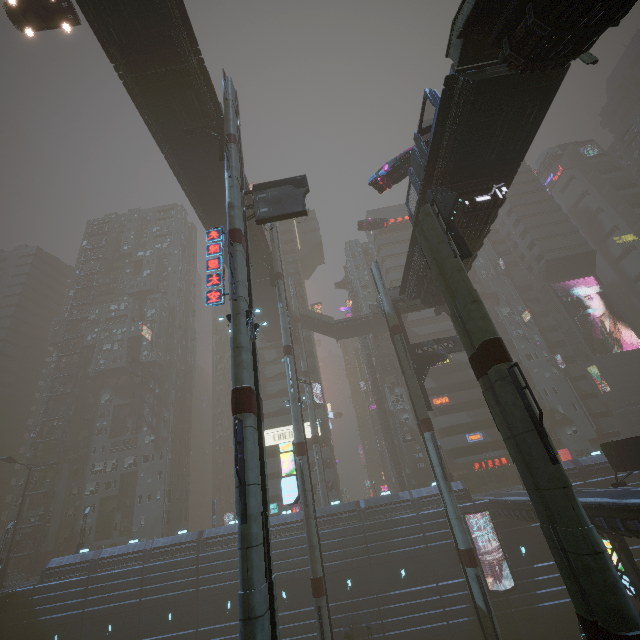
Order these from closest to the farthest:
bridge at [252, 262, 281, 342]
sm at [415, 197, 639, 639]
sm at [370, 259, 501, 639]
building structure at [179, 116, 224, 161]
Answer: sm at [415, 197, 639, 639], sm at [370, 259, 501, 639], building structure at [179, 116, 224, 161], bridge at [252, 262, 281, 342]

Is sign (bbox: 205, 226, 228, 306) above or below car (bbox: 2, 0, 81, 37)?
below

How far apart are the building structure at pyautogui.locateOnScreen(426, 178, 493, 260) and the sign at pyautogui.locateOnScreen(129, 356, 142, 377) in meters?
55.3 m

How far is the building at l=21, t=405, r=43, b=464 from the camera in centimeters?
5559cm

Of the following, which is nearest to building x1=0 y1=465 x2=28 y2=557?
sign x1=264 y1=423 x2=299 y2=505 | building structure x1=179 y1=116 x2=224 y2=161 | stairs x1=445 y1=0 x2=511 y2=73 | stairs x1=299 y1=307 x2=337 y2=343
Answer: sign x1=264 y1=423 x2=299 y2=505

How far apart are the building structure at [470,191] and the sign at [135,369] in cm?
5534

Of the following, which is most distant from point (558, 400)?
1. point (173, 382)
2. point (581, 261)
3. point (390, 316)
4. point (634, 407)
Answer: point (173, 382)

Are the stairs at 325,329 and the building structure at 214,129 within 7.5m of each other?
no
